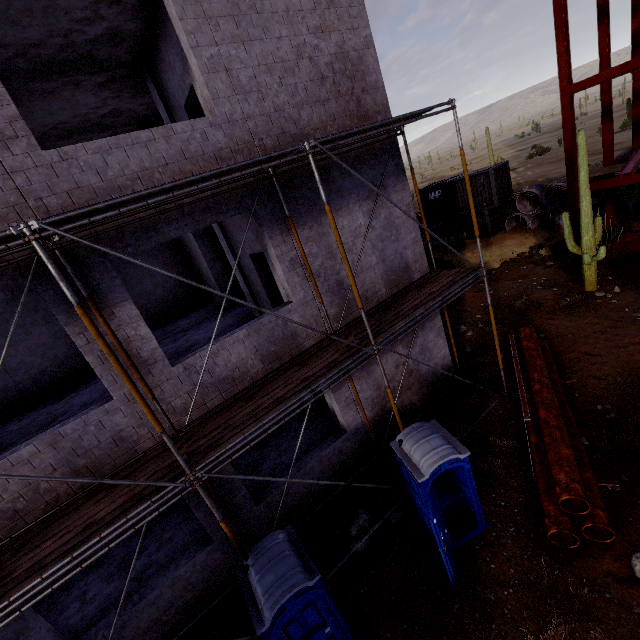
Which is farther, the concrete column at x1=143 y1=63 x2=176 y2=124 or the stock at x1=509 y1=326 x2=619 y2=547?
the concrete column at x1=143 y1=63 x2=176 y2=124

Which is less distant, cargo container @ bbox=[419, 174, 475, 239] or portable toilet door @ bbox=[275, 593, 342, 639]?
portable toilet door @ bbox=[275, 593, 342, 639]

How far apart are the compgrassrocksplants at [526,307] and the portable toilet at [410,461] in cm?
852

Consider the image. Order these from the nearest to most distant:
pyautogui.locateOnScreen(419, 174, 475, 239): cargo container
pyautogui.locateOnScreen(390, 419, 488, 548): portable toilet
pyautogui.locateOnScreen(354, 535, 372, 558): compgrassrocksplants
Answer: pyautogui.locateOnScreen(390, 419, 488, 548): portable toilet, pyautogui.locateOnScreen(354, 535, 372, 558): compgrassrocksplants, pyautogui.locateOnScreen(419, 174, 475, 239): cargo container

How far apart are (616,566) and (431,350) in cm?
596

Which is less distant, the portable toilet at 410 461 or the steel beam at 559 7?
the portable toilet at 410 461

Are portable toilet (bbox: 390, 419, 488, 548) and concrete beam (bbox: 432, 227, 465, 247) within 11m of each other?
no

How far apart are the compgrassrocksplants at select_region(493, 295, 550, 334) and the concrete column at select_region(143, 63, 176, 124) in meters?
13.7 m
